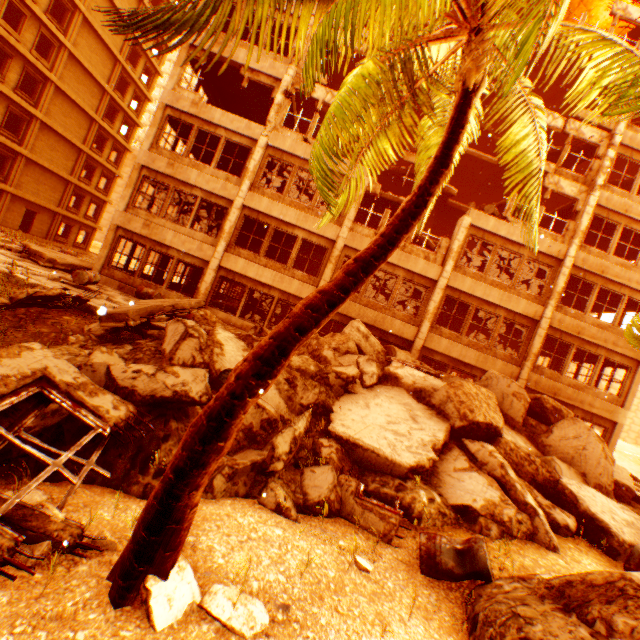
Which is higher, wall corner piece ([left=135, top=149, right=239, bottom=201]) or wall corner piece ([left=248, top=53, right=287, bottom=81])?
wall corner piece ([left=248, top=53, right=287, bottom=81])

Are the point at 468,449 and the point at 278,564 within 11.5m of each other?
yes

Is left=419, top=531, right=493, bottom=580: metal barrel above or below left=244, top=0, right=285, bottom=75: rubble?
below

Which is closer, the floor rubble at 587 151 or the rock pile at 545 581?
the rock pile at 545 581

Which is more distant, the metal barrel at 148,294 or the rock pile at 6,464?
the metal barrel at 148,294

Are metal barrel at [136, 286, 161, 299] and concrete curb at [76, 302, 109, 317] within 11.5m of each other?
yes

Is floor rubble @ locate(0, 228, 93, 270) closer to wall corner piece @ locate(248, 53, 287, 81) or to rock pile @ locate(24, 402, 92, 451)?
rock pile @ locate(24, 402, 92, 451)

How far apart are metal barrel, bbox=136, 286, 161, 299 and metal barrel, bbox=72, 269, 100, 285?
2.06m
